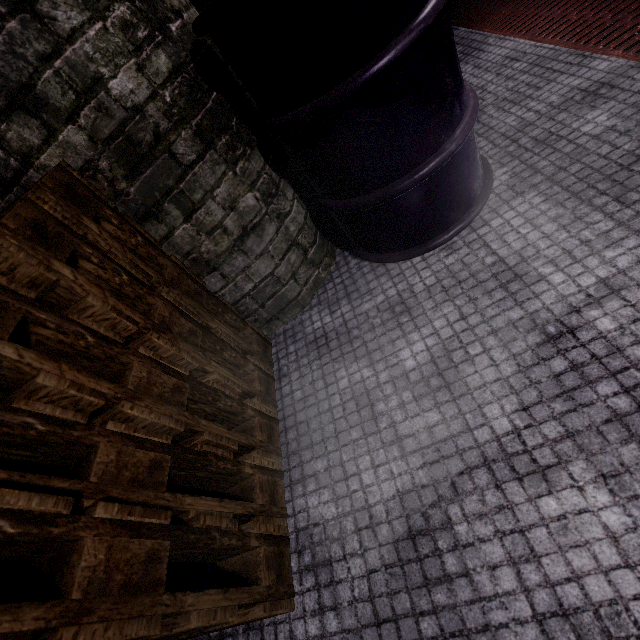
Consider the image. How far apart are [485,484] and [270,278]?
1.1m
